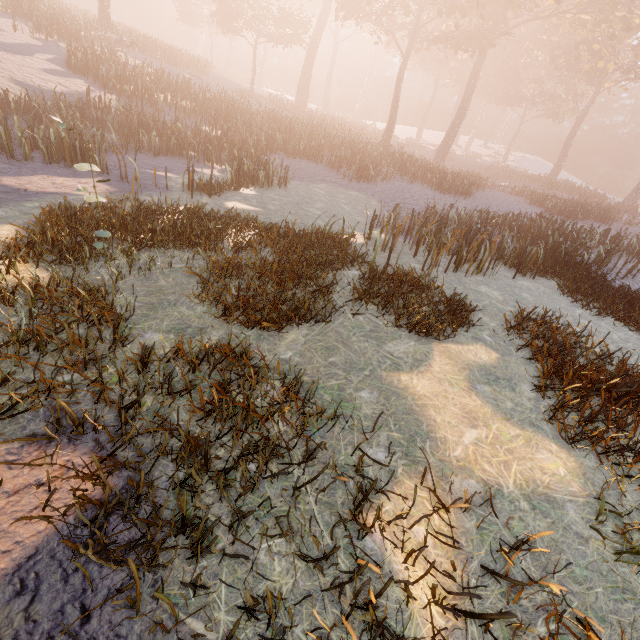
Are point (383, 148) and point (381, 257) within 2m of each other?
no
